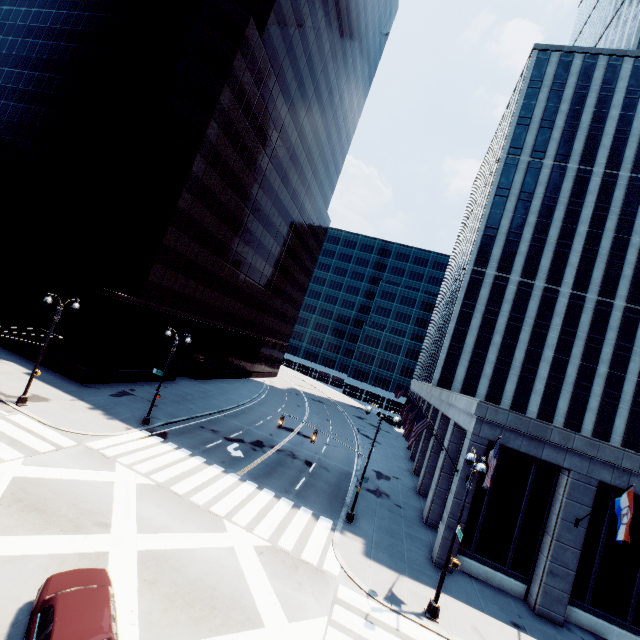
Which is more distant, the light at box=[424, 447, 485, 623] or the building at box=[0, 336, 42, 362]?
the building at box=[0, 336, 42, 362]

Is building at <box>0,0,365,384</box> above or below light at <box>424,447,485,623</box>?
above

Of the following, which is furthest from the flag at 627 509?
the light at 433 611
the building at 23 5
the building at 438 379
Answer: the building at 23 5

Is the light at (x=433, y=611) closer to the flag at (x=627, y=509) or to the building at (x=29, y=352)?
the flag at (x=627, y=509)

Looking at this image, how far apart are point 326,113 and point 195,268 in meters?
41.2

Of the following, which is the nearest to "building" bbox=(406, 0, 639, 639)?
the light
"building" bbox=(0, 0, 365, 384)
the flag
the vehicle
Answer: the flag

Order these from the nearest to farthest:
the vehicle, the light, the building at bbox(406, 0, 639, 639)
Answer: the vehicle, the light, the building at bbox(406, 0, 639, 639)

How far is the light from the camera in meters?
14.1
